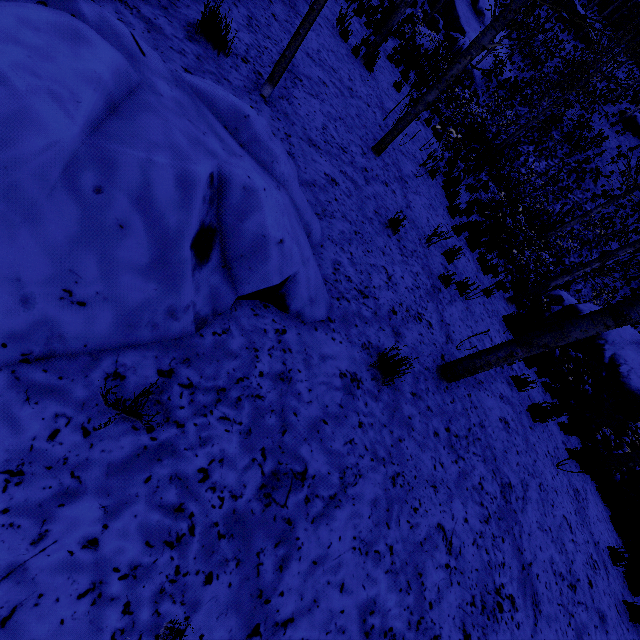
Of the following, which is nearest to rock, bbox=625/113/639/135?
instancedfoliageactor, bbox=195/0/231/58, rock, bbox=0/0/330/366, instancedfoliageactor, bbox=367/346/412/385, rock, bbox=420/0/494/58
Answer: rock, bbox=420/0/494/58

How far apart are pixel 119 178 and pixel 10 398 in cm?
118

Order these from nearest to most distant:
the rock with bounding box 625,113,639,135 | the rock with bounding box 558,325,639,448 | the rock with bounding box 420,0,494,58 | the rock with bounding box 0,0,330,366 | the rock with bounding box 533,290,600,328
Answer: the rock with bounding box 0,0,330,366 < the rock with bounding box 558,325,639,448 < the rock with bounding box 533,290,600,328 < the rock with bounding box 420,0,494,58 < the rock with bounding box 625,113,639,135

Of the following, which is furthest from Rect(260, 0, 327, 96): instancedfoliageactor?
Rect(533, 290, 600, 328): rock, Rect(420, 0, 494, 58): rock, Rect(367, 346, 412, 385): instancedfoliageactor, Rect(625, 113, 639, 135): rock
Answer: Rect(625, 113, 639, 135): rock

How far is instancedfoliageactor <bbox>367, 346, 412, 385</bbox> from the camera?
3.0 meters

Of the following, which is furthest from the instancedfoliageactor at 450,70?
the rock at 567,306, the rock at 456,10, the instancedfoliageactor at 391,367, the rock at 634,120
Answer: the rock at 634,120

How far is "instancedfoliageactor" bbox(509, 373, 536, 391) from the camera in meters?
5.5 m

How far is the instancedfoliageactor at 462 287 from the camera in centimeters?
559cm
